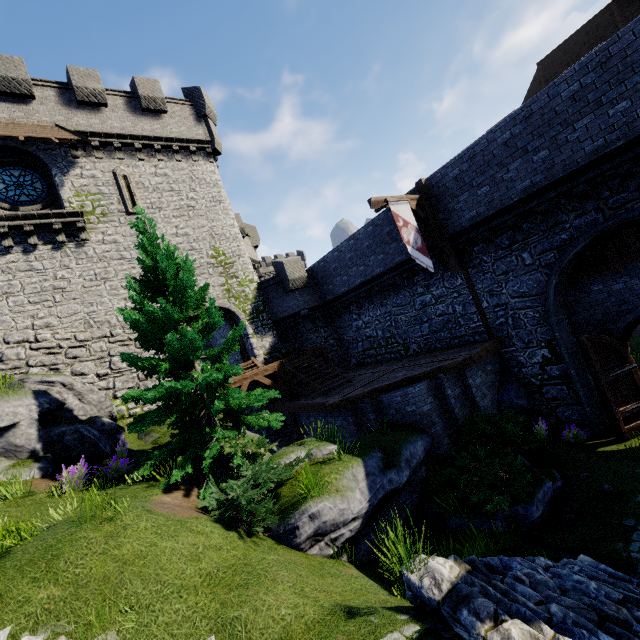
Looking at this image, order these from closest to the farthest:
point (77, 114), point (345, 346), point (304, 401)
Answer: point (304, 401)
point (77, 114)
point (345, 346)

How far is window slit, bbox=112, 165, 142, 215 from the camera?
16.7 meters

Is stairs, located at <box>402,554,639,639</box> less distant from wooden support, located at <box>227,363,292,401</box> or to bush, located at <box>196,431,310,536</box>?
bush, located at <box>196,431,310,536</box>

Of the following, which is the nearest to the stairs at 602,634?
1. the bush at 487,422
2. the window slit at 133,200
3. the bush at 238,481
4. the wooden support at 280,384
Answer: the bush at 487,422

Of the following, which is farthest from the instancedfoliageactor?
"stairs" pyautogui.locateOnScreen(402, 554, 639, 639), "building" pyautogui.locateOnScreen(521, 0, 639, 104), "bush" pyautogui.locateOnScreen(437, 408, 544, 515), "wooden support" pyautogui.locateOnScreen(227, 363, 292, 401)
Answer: "building" pyautogui.locateOnScreen(521, 0, 639, 104)

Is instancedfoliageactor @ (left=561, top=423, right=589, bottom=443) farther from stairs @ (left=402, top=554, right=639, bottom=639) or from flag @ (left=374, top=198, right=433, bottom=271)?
flag @ (left=374, top=198, right=433, bottom=271)

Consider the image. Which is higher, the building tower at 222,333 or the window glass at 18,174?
the window glass at 18,174

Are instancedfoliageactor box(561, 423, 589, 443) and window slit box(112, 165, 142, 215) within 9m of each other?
no
